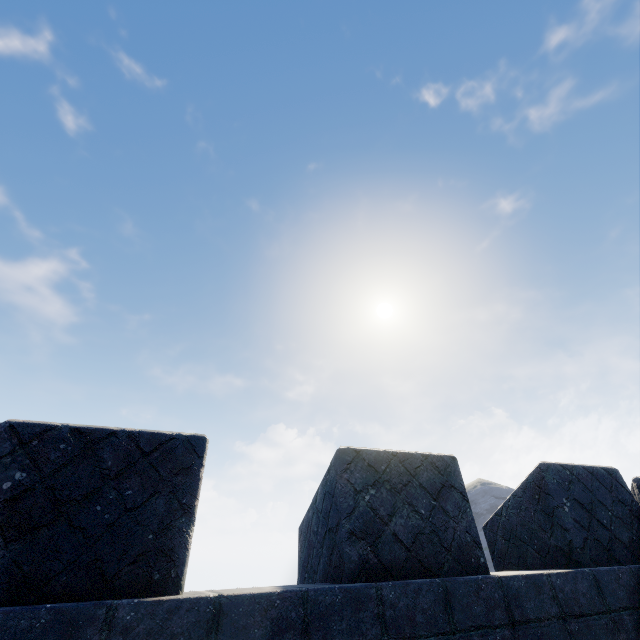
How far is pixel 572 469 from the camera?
3.80m
